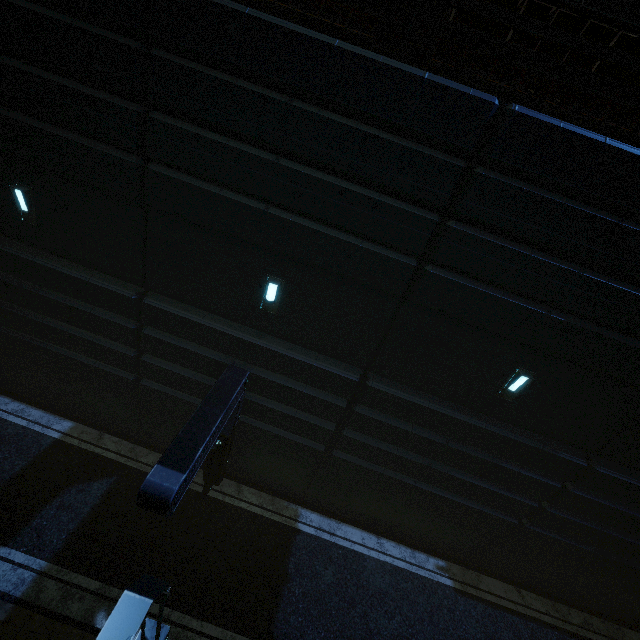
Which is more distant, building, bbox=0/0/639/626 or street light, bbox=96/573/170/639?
building, bbox=0/0/639/626

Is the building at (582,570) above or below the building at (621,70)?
below

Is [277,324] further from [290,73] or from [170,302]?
[290,73]

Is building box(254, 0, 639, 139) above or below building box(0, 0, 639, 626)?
above

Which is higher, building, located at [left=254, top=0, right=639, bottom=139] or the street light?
building, located at [left=254, top=0, right=639, bottom=139]

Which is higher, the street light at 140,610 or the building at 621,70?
the building at 621,70
